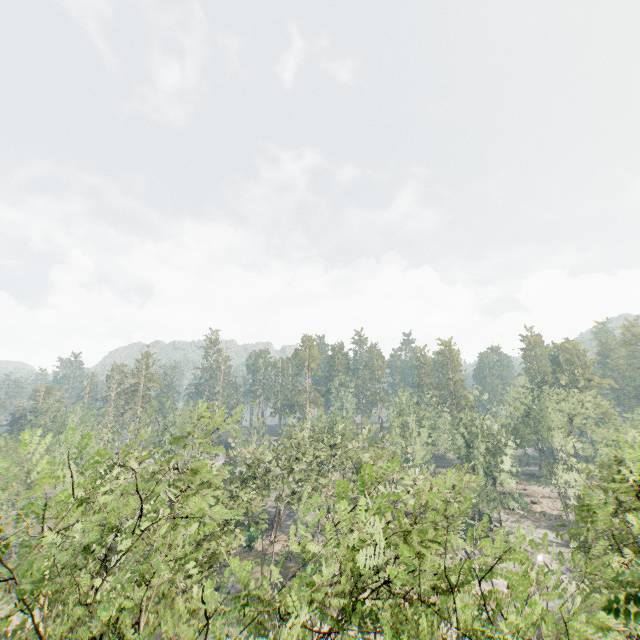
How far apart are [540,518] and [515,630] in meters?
70.9 m

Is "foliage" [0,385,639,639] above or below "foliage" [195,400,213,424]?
below

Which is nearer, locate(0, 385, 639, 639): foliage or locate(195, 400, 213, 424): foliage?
locate(0, 385, 639, 639): foliage

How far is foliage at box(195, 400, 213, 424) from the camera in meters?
10.0 m

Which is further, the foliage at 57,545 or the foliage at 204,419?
the foliage at 204,419

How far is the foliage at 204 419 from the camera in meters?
10.0
